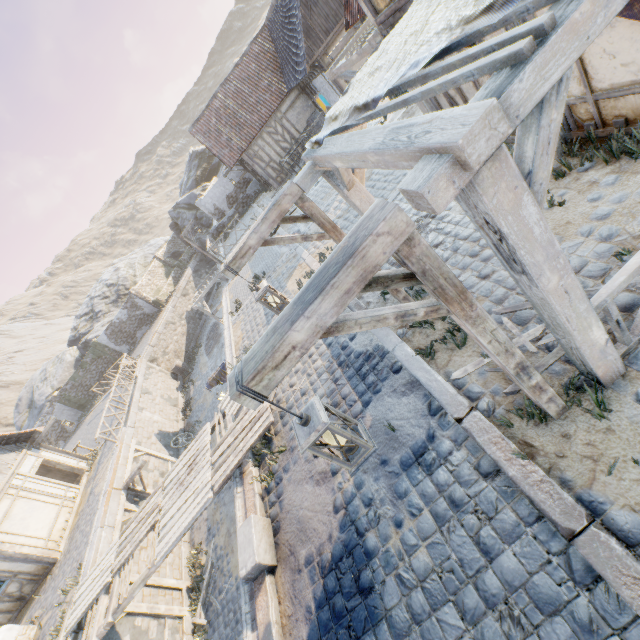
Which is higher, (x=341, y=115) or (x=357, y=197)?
(x=341, y=115)

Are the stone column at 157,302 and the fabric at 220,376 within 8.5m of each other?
no

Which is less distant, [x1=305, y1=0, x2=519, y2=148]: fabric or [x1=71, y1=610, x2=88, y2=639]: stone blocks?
[x1=305, y1=0, x2=519, y2=148]: fabric

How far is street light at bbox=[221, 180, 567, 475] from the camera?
1.9 meters

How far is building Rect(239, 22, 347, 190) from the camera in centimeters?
1516cm

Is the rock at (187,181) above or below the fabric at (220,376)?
above

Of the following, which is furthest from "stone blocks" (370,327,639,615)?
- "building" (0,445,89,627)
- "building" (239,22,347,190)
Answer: "building" (0,445,89,627)

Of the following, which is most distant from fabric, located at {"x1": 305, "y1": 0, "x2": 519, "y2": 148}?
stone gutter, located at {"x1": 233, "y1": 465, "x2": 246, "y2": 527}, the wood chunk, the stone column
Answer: the stone column
